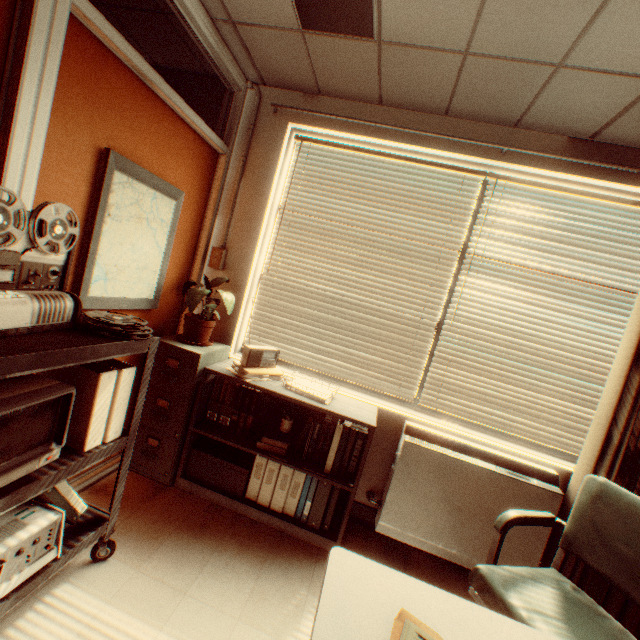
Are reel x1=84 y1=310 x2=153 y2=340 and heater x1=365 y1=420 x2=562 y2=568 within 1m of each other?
no

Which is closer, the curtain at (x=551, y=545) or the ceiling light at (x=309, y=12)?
the ceiling light at (x=309, y=12)

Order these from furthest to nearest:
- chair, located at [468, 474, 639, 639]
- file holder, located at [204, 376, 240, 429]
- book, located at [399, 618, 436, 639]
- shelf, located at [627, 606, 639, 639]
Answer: file holder, located at [204, 376, 240, 429] → shelf, located at [627, 606, 639, 639] → chair, located at [468, 474, 639, 639] → book, located at [399, 618, 436, 639]

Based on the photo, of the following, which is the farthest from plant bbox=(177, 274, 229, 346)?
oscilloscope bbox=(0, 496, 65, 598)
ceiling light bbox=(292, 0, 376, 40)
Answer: ceiling light bbox=(292, 0, 376, 40)

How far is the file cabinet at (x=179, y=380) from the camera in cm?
258

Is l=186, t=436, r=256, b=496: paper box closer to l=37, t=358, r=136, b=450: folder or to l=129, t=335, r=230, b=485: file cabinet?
l=129, t=335, r=230, b=485: file cabinet

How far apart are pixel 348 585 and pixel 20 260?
1.71m

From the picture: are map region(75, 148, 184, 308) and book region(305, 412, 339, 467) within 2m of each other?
yes
